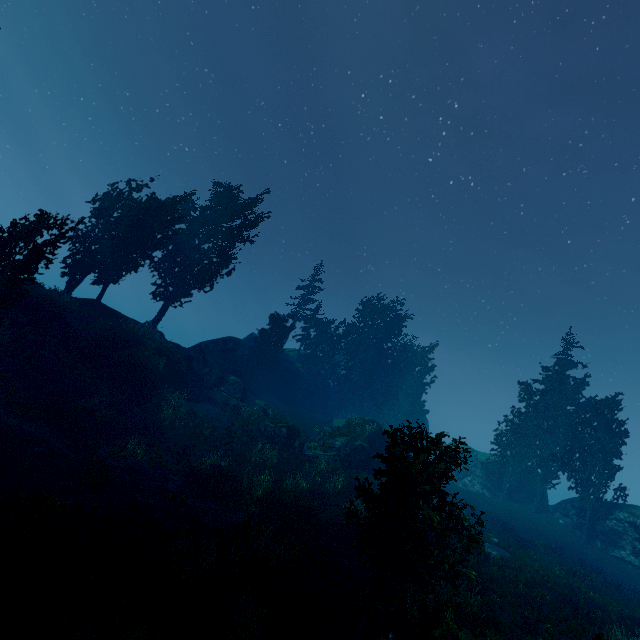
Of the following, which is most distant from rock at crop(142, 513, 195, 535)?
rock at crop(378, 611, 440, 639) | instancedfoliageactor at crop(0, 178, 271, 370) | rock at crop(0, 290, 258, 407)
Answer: rock at crop(0, 290, 258, 407)

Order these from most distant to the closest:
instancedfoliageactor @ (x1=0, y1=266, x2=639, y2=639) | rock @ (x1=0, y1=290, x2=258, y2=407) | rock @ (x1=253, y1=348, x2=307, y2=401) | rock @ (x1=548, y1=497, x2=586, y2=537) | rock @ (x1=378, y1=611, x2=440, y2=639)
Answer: rock @ (x1=253, y1=348, x2=307, y2=401) → rock @ (x1=548, y1=497, x2=586, y2=537) → rock @ (x1=0, y1=290, x2=258, y2=407) → rock @ (x1=378, y1=611, x2=440, y2=639) → instancedfoliageactor @ (x1=0, y1=266, x2=639, y2=639)

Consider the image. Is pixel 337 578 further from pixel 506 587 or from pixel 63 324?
pixel 63 324

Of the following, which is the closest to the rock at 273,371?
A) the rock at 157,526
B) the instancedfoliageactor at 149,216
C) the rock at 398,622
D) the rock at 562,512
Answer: the instancedfoliageactor at 149,216

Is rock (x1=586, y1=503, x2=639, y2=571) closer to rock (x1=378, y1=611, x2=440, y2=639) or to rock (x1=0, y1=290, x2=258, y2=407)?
rock (x1=0, y1=290, x2=258, y2=407)

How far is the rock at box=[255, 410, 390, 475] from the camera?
28.3 meters

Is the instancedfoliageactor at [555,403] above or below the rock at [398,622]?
above

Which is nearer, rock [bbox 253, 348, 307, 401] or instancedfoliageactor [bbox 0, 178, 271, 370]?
instancedfoliageactor [bbox 0, 178, 271, 370]
